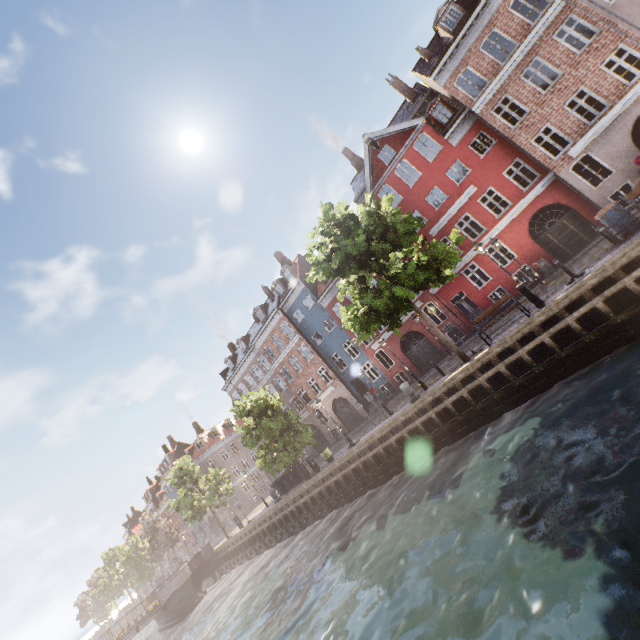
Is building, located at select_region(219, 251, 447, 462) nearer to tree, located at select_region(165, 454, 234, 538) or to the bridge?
tree, located at select_region(165, 454, 234, 538)

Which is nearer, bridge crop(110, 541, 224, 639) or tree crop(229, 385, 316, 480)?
tree crop(229, 385, 316, 480)

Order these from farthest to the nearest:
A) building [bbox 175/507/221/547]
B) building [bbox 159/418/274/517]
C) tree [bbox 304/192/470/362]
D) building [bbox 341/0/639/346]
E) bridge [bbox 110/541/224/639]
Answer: building [bbox 175/507/221/547] < building [bbox 159/418/274/517] < bridge [bbox 110/541/224/639] < building [bbox 341/0/639/346] < tree [bbox 304/192/470/362]

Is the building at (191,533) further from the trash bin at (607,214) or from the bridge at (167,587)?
the bridge at (167,587)

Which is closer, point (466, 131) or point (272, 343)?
point (466, 131)

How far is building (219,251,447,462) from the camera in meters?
26.9

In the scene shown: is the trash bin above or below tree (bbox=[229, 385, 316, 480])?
below

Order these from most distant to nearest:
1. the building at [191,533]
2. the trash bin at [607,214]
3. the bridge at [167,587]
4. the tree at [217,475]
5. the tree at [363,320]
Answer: the building at [191,533]
the tree at [217,475]
the bridge at [167,587]
the tree at [363,320]
the trash bin at [607,214]
